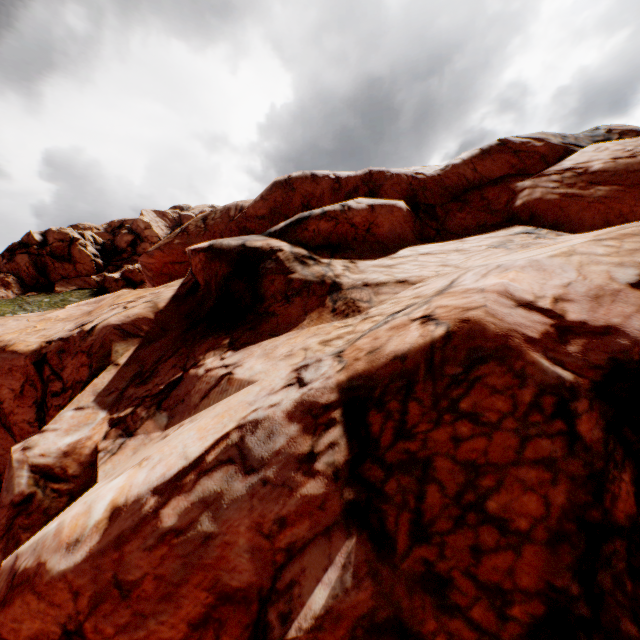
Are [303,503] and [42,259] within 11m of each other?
no

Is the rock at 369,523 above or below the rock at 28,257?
below

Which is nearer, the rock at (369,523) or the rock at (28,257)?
the rock at (369,523)

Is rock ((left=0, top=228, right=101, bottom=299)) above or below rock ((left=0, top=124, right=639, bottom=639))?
above

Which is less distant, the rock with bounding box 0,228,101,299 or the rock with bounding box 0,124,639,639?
the rock with bounding box 0,124,639,639
